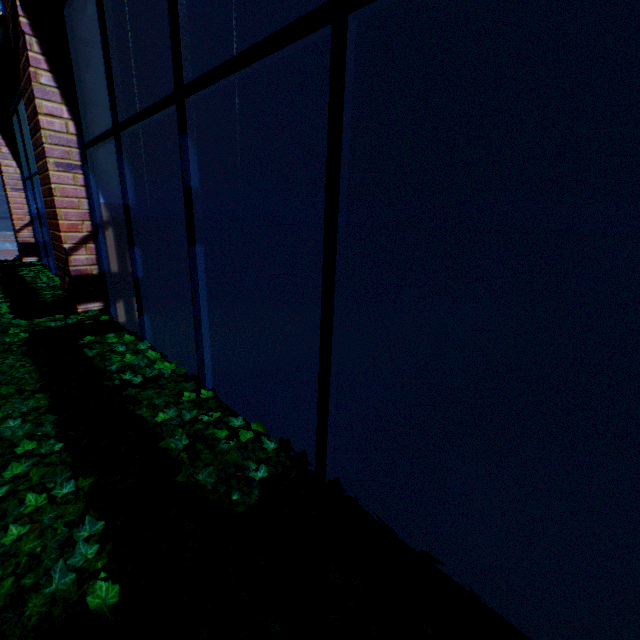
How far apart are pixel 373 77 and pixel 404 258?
0.7m

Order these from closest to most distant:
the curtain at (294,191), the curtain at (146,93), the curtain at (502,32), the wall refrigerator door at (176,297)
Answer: the curtain at (502,32) < the curtain at (294,191) < the curtain at (146,93) < the wall refrigerator door at (176,297)

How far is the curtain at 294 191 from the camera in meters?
1.4 m

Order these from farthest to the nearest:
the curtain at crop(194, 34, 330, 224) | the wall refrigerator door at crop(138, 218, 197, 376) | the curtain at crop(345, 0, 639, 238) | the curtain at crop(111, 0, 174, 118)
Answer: the wall refrigerator door at crop(138, 218, 197, 376) < the curtain at crop(111, 0, 174, 118) < the curtain at crop(194, 34, 330, 224) < the curtain at crop(345, 0, 639, 238)

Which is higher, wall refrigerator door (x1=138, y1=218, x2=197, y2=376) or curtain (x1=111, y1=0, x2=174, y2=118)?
curtain (x1=111, y1=0, x2=174, y2=118)
